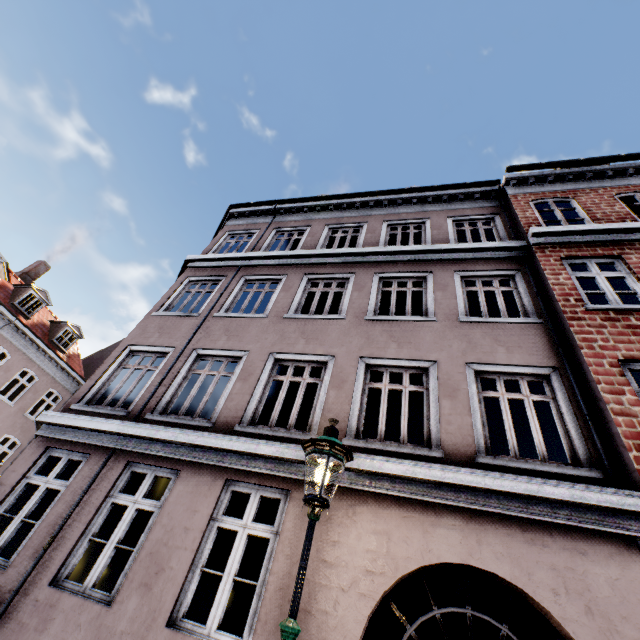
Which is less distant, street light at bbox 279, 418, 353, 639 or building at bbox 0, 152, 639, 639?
street light at bbox 279, 418, 353, 639

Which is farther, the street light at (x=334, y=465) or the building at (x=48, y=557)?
the building at (x=48, y=557)

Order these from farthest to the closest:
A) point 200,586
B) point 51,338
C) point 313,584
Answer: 1. point 51,338
2. point 200,586
3. point 313,584
